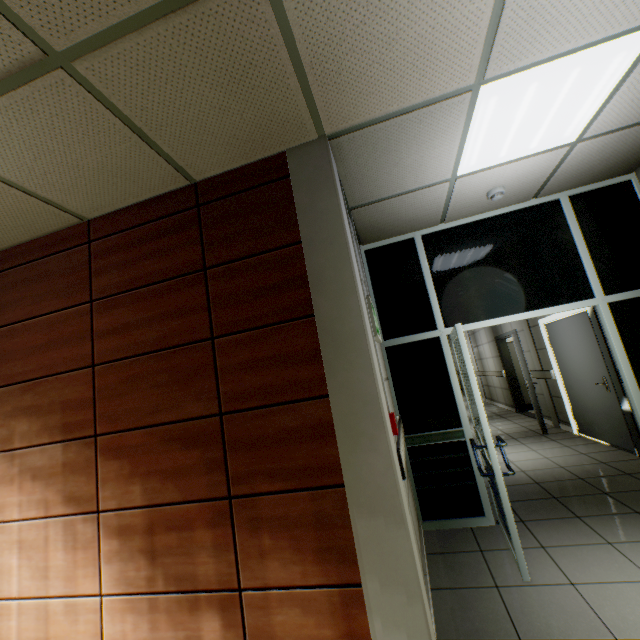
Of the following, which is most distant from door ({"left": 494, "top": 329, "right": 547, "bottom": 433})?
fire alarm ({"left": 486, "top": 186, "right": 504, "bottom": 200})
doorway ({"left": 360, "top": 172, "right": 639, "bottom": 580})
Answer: fire alarm ({"left": 486, "top": 186, "right": 504, "bottom": 200})

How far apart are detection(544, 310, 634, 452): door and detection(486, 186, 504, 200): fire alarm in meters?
2.8

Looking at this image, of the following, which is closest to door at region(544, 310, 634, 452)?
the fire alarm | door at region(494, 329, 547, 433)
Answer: door at region(494, 329, 547, 433)

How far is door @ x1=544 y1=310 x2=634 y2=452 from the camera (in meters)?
4.65

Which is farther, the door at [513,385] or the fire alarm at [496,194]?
the door at [513,385]

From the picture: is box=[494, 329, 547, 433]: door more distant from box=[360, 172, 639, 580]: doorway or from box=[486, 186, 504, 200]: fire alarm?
box=[486, 186, 504, 200]: fire alarm

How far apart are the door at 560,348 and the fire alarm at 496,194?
2.8 meters

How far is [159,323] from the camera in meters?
2.3
